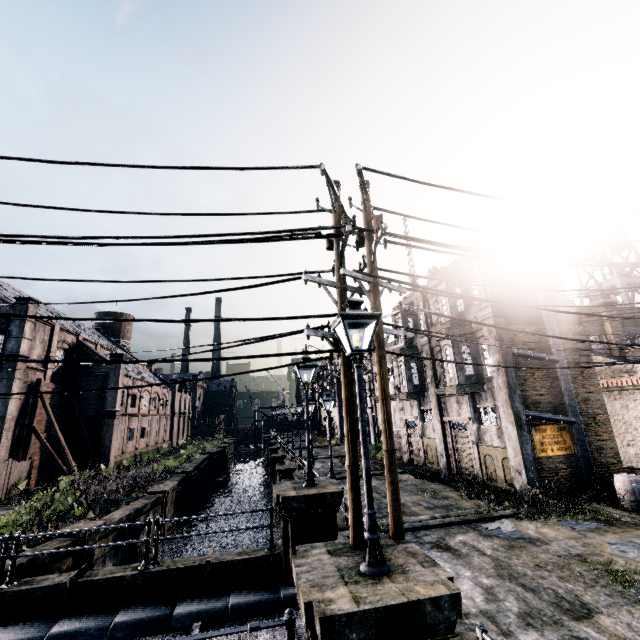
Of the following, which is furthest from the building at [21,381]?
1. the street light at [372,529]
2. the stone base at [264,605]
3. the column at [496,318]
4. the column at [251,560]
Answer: the column at [496,318]

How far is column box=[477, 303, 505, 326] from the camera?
17.27m

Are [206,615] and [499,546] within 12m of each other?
yes

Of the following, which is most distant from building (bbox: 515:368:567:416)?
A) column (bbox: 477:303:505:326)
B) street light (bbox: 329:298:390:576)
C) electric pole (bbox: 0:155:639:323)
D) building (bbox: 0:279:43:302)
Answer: building (bbox: 0:279:43:302)

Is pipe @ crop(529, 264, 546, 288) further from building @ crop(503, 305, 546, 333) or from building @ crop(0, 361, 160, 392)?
building @ crop(0, 361, 160, 392)

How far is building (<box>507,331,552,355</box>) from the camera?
17.8 meters

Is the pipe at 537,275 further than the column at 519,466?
Yes

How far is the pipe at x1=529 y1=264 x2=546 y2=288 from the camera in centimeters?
1861cm
